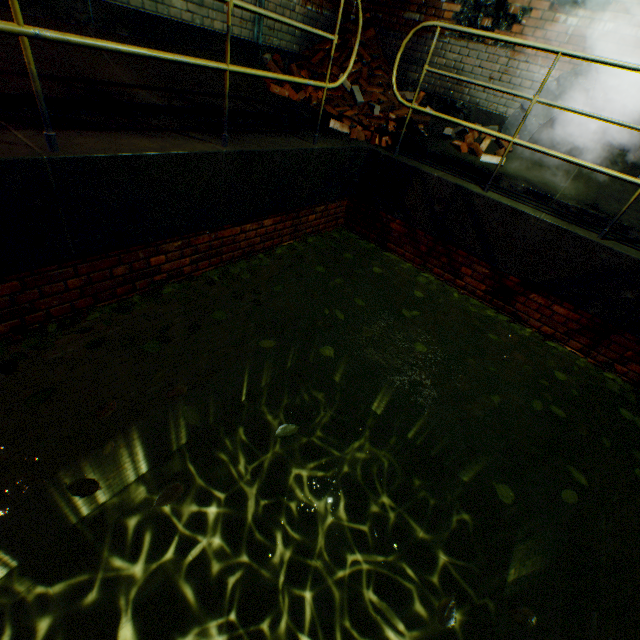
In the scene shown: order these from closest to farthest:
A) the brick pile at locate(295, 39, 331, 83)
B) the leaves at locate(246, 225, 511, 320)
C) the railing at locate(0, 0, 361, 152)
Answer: the railing at locate(0, 0, 361, 152), the leaves at locate(246, 225, 511, 320), the brick pile at locate(295, 39, 331, 83)

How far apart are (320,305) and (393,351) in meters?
1.6

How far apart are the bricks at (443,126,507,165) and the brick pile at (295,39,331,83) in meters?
0.5 m

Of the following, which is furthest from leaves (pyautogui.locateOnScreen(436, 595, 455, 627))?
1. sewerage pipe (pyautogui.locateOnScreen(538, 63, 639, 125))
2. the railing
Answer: sewerage pipe (pyautogui.locateOnScreen(538, 63, 639, 125))

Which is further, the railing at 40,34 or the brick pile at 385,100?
the brick pile at 385,100

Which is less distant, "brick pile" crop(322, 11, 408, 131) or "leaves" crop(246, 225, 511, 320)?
"leaves" crop(246, 225, 511, 320)

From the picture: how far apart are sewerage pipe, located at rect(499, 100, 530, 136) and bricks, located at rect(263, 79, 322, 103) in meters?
2.9 m

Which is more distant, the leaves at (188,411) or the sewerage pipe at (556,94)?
the sewerage pipe at (556,94)
